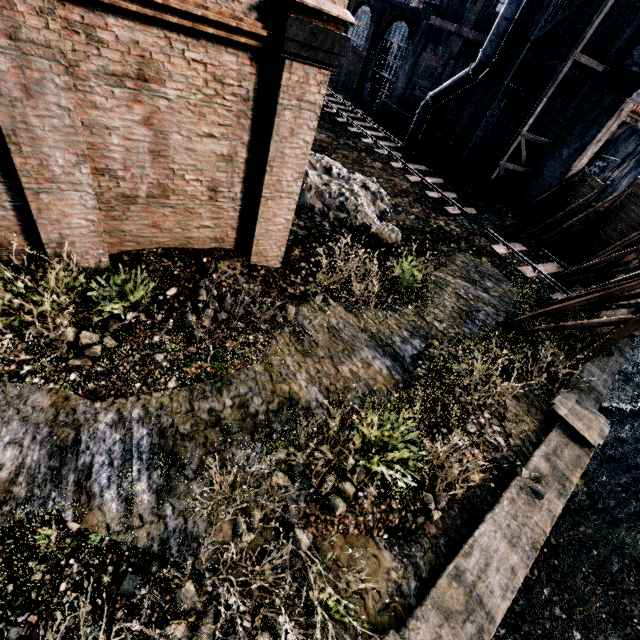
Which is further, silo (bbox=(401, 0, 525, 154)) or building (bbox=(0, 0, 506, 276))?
silo (bbox=(401, 0, 525, 154))

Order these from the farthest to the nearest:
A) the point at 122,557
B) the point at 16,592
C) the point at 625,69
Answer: the point at 625,69
the point at 122,557
the point at 16,592

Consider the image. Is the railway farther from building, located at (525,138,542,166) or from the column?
the column

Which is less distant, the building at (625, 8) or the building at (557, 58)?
the building at (625, 8)

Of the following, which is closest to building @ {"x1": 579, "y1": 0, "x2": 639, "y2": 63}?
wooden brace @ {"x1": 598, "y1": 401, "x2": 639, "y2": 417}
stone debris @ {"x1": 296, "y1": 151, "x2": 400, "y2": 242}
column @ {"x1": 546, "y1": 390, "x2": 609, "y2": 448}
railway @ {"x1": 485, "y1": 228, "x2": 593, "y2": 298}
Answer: stone debris @ {"x1": 296, "y1": 151, "x2": 400, "y2": 242}

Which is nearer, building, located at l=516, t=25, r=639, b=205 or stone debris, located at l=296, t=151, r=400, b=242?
stone debris, located at l=296, t=151, r=400, b=242

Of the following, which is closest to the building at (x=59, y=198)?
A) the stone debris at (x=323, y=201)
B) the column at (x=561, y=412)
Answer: the stone debris at (x=323, y=201)

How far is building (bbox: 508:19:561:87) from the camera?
18.6 meters
